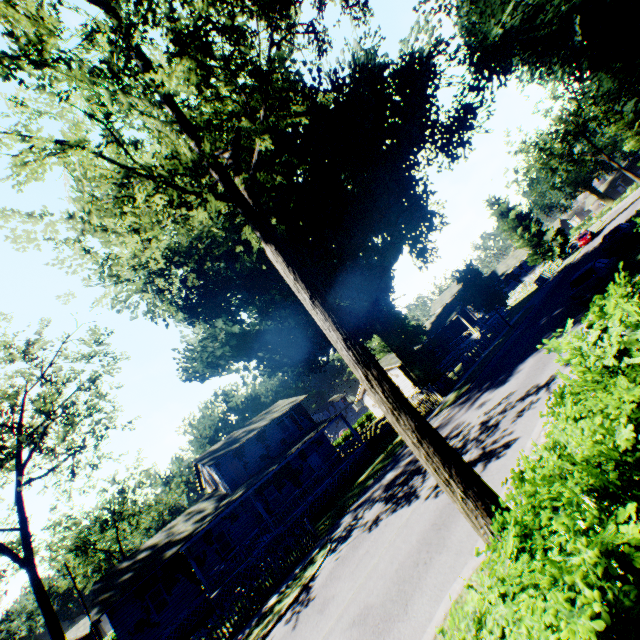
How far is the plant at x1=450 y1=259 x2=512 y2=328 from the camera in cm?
3020

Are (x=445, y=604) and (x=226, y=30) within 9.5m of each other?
no

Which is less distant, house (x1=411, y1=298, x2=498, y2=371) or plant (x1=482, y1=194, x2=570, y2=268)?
house (x1=411, y1=298, x2=498, y2=371)

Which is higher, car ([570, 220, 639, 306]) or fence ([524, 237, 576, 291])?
fence ([524, 237, 576, 291])

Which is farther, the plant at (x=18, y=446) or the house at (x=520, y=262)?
the house at (x=520, y=262)

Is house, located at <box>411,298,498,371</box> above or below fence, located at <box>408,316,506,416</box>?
above

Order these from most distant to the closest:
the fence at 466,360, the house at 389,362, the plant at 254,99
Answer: the house at 389,362 < the fence at 466,360 < the plant at 254,99
